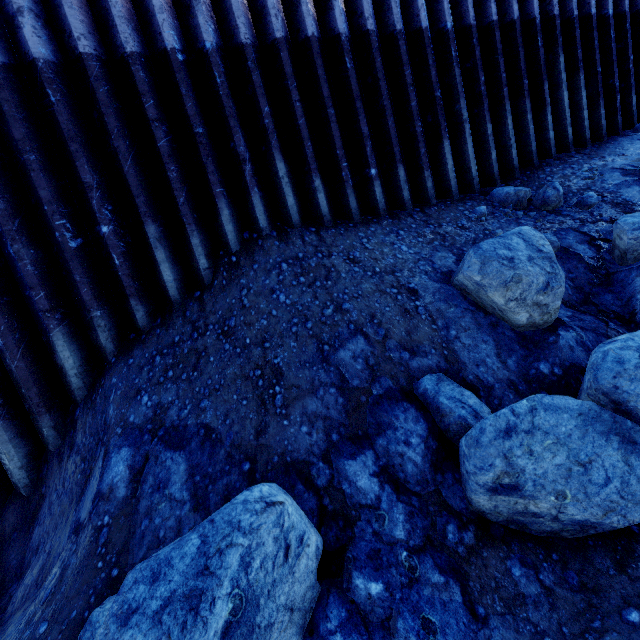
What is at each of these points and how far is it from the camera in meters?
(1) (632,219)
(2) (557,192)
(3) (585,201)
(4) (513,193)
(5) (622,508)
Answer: (1) compgrassrocksplants, 3.7
(2) compgrassrocksplants, 4.9
(3) compgrassrocksplants, 4.8
(4) compgrassrocksplants, 5.2
(5) compgrassrocksplants, 2.1

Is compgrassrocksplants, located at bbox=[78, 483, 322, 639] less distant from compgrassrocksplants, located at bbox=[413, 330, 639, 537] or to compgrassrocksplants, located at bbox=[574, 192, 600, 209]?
compgrassrocksplants, located at bbox=[413, 330, 639, 537]

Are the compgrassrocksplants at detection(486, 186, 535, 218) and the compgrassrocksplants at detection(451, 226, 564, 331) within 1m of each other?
no

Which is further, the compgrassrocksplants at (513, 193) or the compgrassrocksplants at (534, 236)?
the compgrassrocksplants at (513, 193)

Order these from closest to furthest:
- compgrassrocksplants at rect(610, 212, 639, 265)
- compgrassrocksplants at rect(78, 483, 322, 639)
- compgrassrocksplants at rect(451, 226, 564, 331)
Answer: compgrassrocksplants at rect(78, 483, 322, 639) < compgrassrocksplants at rect(451, 226, 564, 331) < compgrassrocksplants at rect(610, 212, 639, 265)

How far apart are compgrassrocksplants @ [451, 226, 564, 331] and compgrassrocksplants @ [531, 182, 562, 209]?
1.7 meters

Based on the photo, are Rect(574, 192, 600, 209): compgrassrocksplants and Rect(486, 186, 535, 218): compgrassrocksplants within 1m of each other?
yes

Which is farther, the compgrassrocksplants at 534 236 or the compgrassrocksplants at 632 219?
the compgrassrocksplants at 632 219
